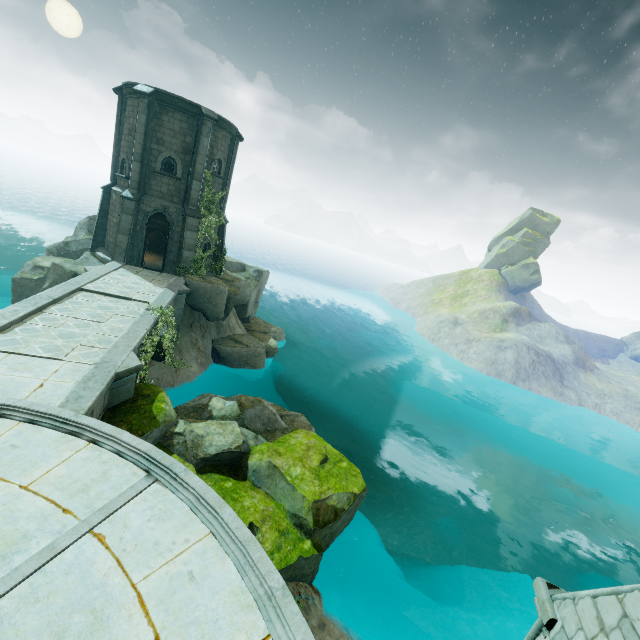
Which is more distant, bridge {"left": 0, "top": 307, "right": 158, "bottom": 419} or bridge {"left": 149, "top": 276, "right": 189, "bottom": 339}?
bridge {"left": 149, "top": 276, "right": 189, "bottom": 339}

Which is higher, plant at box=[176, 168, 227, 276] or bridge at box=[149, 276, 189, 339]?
plant at box=[176, 168, 227, 276]

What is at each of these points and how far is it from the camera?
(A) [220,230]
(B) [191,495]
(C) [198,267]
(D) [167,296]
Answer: (A) building, 22.9 meters
(B) building, 6.0 meters
(C) plant, 20.8 meters
(D) bridge, 15.8 meters

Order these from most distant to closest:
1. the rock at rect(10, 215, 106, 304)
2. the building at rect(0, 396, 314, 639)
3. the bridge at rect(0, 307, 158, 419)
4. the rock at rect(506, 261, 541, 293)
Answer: the rock at rect(506, 261, 541, 293) → the rock at rect(10, 215, 106, 304) → the bridge at rect(0, 307, 158, 419) → the building at rect(0, 396, 314, 639)

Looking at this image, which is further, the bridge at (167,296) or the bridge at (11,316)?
the bridge at (167,296)

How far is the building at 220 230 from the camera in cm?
2264

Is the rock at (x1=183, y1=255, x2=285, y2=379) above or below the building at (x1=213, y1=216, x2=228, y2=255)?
below

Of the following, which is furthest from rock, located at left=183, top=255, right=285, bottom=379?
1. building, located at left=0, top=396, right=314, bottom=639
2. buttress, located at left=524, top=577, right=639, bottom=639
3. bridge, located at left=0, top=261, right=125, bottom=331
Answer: buttress, located at left=524, top=577, right=639, bottom=639
